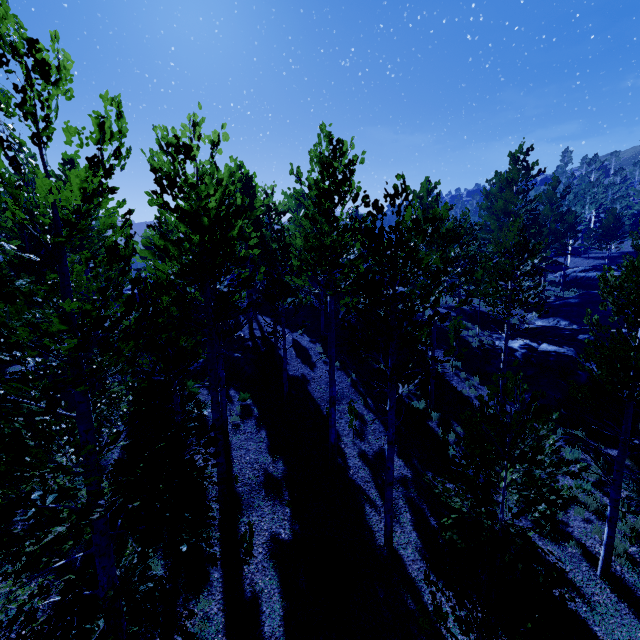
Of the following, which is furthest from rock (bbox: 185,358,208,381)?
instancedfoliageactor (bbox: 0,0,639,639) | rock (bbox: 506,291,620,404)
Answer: rock (bbox: 506,291,620,404)

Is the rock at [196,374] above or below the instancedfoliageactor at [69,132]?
below

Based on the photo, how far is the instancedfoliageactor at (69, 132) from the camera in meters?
3.2 m

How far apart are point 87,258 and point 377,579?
8.8m

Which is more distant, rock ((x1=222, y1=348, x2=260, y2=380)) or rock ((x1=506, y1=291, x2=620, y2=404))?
rock ((x1=506, y1=291, x2=620, y2=404))

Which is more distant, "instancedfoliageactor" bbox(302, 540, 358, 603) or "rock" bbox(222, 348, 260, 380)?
"rock" bbox(222, 348, 260, 380)
